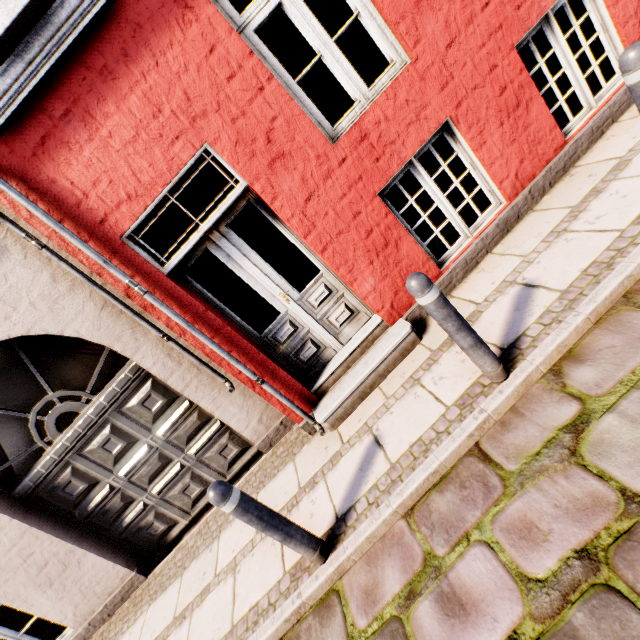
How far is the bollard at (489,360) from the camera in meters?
2.1 m

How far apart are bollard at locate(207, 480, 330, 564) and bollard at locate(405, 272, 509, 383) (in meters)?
1.85

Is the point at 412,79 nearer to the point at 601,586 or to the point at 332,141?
the point at 332,141

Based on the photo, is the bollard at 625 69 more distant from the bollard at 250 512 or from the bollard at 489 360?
the bollard at 250 512

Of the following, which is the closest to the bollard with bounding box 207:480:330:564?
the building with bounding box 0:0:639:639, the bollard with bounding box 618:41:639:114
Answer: the building with bounding box 0:0:639:639

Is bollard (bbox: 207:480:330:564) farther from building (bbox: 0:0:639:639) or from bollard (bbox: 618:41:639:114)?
bollard (bbox: 618:41:639:114)

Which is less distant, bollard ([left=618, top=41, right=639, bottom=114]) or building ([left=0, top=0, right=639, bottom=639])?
bollard ([left=618, top=41, right=639, bottom=114])
